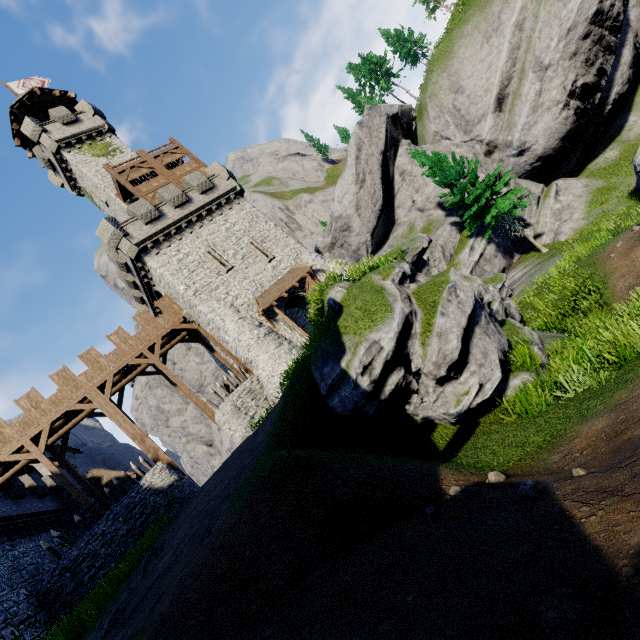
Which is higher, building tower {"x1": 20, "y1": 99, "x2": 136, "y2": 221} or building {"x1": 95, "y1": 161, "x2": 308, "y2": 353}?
building tower {"x1": 20, "y1": 99, "x2": 136, "y2": 221}

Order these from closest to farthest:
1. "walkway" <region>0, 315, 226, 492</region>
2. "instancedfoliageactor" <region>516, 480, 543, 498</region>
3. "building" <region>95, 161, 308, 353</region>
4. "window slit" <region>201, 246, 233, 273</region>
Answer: "instancedfoliageactor" <region>516, 480, 543, 498</region> → "walkway" <region>0, 315, 226, 492</region> → "building" <region>95, 161, 308, 353</region> → "window slit" <region>201, 246, 233, 273</region>

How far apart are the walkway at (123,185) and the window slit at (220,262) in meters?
5.1 m

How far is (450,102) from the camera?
32.2 meters

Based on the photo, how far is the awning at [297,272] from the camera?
22.7m

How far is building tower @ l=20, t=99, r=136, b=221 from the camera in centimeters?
2836cm

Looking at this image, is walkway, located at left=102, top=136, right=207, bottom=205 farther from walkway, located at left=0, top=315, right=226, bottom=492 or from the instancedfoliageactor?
the instancedfoliageactor

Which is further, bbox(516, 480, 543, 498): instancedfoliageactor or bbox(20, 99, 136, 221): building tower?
bbox(20, 99, 136, 221): building tower
